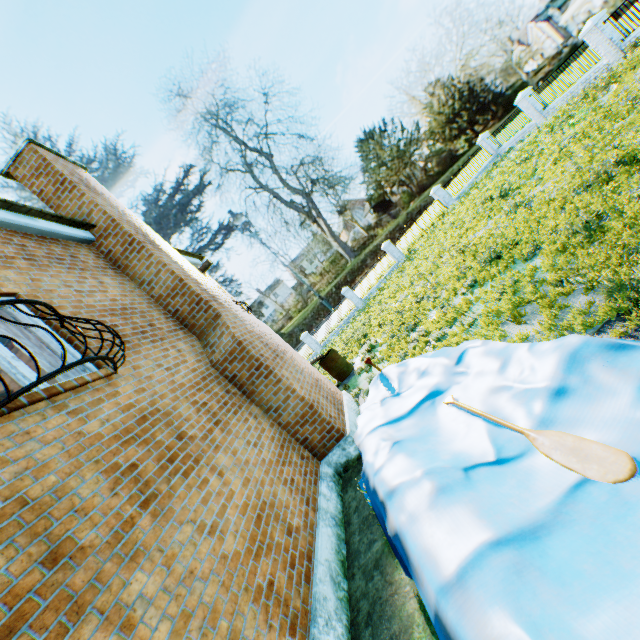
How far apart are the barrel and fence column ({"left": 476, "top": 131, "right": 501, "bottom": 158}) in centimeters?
2339cm

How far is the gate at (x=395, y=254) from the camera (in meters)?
27.23

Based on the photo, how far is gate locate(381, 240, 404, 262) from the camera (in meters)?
27.23

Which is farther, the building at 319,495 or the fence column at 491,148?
the fence column at 491,148

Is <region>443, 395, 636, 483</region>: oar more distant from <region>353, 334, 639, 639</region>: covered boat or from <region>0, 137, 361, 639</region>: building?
<region>0, 137, 361, 639</region>: building

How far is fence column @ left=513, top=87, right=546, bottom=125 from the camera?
20.6m

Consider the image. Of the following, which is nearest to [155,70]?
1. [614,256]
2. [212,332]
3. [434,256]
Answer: [434,256]

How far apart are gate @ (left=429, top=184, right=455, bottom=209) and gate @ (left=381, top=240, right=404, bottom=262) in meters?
4.9
